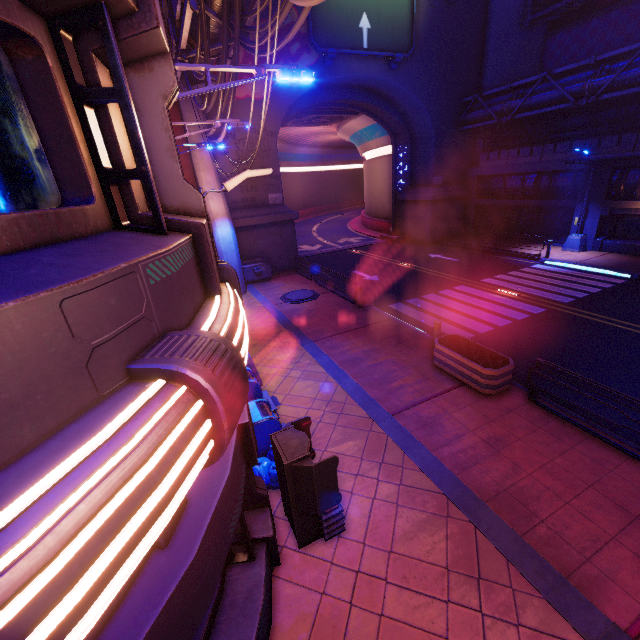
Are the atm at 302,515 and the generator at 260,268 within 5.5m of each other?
no

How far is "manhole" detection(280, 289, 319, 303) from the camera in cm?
1681

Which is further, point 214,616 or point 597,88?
point 597,88

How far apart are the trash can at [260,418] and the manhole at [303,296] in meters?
9.1

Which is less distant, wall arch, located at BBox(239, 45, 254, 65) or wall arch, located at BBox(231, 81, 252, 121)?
wall arch, located at BBox(239, 45, 254, 65)

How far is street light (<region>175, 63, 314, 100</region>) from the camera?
5.4m

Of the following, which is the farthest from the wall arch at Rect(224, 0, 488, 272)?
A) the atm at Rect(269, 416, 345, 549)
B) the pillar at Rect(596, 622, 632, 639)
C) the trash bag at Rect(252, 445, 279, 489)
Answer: the pillar at Rect(596, 622, 632, 639)

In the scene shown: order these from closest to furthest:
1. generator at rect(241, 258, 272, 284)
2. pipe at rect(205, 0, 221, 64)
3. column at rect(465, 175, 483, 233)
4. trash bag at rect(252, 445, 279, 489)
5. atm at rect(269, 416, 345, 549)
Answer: atm at rect(269, 416, 345, 549) < trash bag at rect(252, 445, 279, 489) < pipe at rect(205, 0, 221, 64) < generator at rect(241, 258, 272, 284) < column at rect(465, 175, 483, 233)
